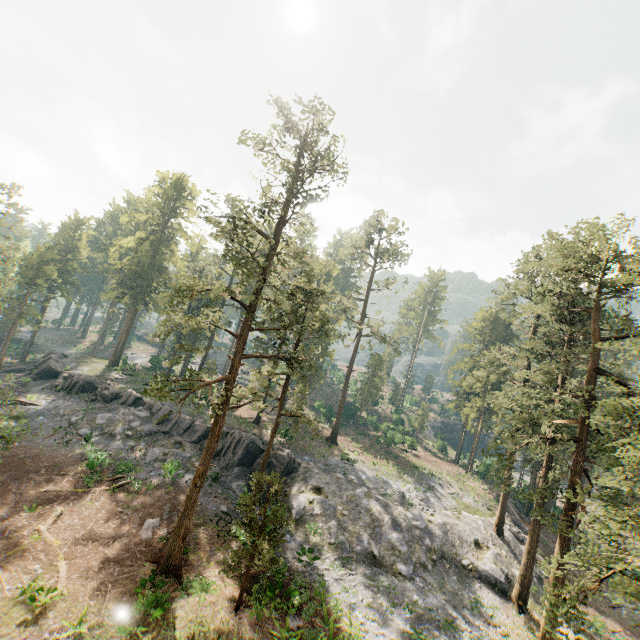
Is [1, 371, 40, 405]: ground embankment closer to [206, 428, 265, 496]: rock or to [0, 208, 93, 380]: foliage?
[206, 428, 265, 496]: rock

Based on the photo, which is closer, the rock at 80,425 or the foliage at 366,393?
the rock at 80,425

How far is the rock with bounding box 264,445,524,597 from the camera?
26.2m

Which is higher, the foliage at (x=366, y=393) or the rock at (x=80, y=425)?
the foliage at (x=366, y=393)

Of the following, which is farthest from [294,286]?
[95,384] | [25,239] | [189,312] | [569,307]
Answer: [25,239]

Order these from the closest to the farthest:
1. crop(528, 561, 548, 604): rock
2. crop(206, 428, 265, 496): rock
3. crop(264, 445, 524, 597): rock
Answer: crop(264, 445, 524, 597): rock < crop(528, 561, 548, 604): rock < crop(206, 428, 265, 496): rock
